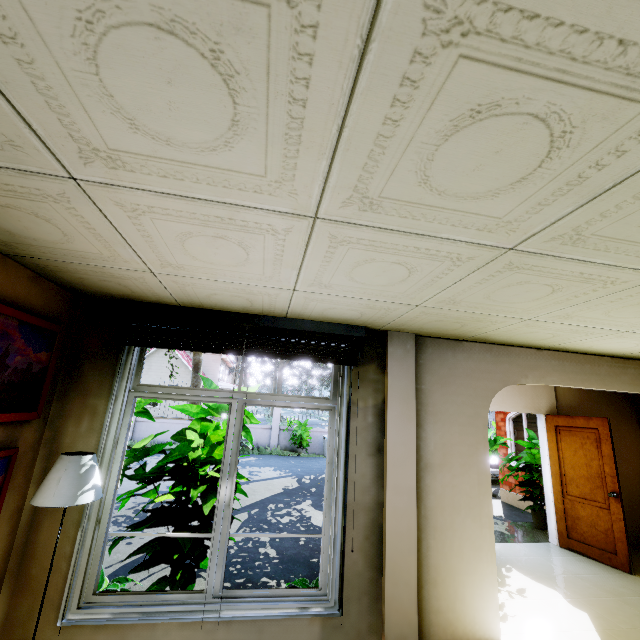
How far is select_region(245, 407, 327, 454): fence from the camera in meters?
15.5 m

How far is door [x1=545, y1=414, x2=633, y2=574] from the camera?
4.7m

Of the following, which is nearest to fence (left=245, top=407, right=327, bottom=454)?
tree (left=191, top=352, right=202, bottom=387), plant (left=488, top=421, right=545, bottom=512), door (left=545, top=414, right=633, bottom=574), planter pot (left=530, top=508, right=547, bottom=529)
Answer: tree (left=191, top=352, right=202, bottom=387)

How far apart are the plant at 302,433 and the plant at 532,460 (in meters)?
8.69

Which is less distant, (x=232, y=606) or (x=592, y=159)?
(x=592, y=159)

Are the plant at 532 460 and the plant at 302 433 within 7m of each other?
no

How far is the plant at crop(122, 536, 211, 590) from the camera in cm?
296

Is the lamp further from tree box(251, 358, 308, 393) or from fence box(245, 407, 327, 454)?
tree box(251, 358, 308, 393)
